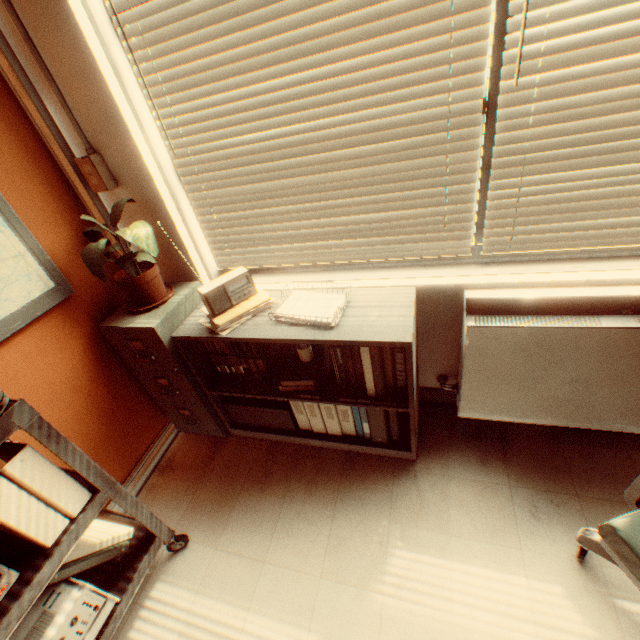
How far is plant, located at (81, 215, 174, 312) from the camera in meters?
1.8 m

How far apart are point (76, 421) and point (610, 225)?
3.2m

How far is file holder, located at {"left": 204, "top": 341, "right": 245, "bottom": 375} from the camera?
Result: 2.18m

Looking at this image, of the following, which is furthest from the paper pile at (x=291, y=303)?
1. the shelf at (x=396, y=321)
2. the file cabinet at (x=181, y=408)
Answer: the file cabinet at (x=181, y=408)

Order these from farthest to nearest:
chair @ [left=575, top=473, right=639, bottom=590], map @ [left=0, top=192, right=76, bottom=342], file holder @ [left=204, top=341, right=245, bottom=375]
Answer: file holder @ [left=204, top=341, right=245, bottom=375] → map @ [left=0, top=192, right=76, bottom=342] → chair @ [left=575, top=473, right=639, bottom=590]

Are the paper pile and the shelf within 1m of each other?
yes

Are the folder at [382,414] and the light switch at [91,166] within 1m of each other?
no

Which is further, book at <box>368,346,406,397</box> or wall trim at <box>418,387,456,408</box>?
wall trim at <box>418,387,456,408</box>
